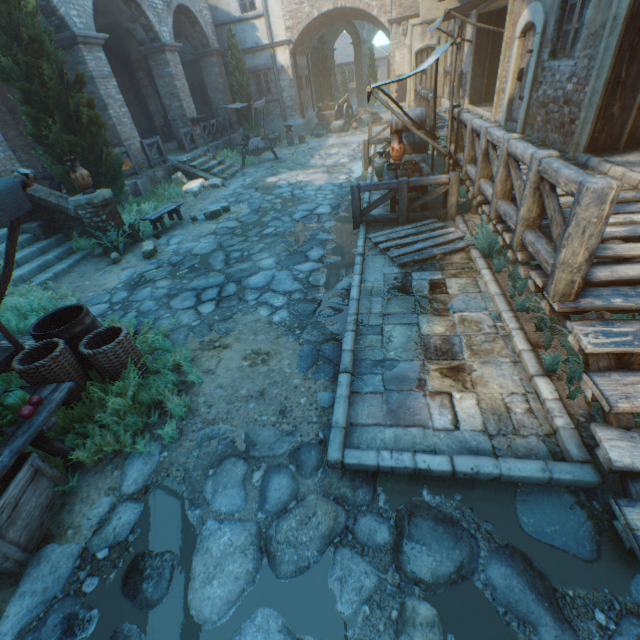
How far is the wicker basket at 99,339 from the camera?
3.6m

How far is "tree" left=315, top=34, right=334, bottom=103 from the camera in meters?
24.5

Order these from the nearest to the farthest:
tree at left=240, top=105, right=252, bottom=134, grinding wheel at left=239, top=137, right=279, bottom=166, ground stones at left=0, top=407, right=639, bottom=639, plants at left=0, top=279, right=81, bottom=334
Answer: ground stones at left=0, top=407, right=639, bottom=639 → plants at left=0, top=279, right=81, bottom=334 → grinding wheel at left=239, top=137, right=279, bottom=166 → tree at left=240, top=105, right=252, bottom=134

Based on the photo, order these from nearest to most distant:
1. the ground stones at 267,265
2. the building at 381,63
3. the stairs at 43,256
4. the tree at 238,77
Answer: the ground stones at 267,265 → the stairs at 43,256 → the tree at 238,77 → the building at 381,63

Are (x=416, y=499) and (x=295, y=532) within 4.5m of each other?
yes

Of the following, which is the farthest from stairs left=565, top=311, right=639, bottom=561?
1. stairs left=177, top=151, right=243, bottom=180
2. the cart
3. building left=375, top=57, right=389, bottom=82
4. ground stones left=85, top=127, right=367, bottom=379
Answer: building left=375, top=57, right=389, bottom=82

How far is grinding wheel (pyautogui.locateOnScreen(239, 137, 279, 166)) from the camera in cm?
1526

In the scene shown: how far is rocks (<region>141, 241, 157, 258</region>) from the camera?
7.6m
